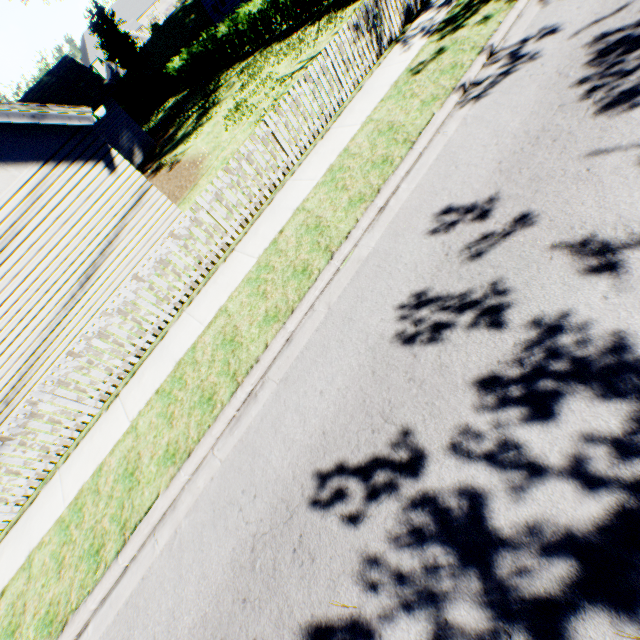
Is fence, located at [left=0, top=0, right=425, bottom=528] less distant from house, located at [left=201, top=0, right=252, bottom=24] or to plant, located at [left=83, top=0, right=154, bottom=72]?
house, located at [left=201, top=0, right=252, bottom=24]

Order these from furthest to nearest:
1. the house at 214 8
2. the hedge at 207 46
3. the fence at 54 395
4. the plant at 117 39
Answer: the plant at 117 39 → the house at 214 8 → the hedge at 207 46 → the fence at 54 395

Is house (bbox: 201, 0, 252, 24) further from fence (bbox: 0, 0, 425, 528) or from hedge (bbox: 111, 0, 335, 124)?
fence (bbox: 0, 0, 425, 528)

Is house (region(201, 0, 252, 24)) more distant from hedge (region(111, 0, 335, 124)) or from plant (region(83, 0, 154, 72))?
hedge (region(111, 0, 335, 124))

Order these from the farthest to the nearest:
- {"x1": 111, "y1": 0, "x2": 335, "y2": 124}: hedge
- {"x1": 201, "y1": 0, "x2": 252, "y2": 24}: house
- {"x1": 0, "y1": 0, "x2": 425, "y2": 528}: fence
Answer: {"x1": 201, "y1": 0, "x2": 252, "y2": 24}: house
{"x1": 111, "y1": 0, "x2": 335, "y2": 124}: hedge
{"x1": 0, "y1": 0, "x2": 425, "y2": 528}: fence

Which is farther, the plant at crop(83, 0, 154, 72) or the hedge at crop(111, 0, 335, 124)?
the plant at crop(83, 0, 154, 72)

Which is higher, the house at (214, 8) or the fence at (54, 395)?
the house at (214, 8)

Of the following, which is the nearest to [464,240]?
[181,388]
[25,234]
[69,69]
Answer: [181,388]
